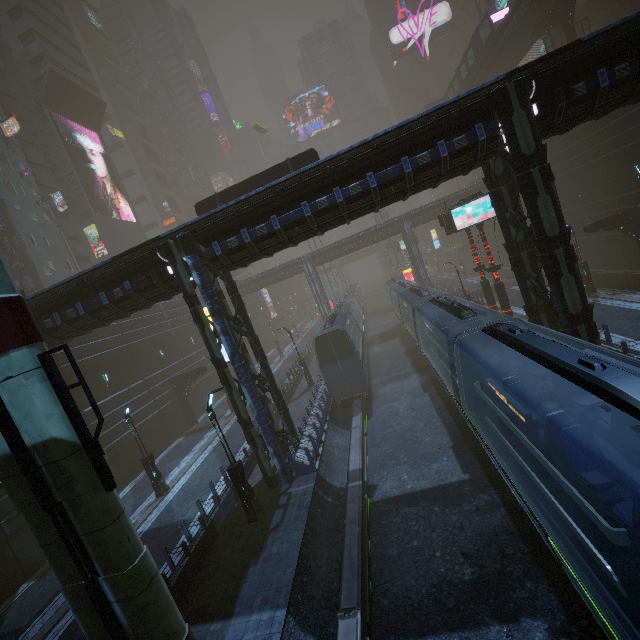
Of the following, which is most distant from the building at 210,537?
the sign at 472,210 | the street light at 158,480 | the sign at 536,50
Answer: the street light at 158,480

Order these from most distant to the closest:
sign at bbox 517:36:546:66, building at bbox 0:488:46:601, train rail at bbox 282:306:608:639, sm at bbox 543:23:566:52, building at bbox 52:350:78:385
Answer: sign at bbox 517:36:546:66, sm at bbox 543:23:566:52, building at bbox 52:350:78:385, building at bbox 0:488:46:601, train rail at bbox 282:306:608:639

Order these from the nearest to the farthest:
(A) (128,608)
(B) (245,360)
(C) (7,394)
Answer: (C) (7,394), (A) (128,608), (B) (245,360)

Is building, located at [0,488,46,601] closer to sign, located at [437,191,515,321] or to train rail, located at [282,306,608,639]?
train rail, located at [282,306,608,639]

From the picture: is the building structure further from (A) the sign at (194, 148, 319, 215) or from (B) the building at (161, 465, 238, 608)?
(A) the sign at (194, 148, 319, 215)

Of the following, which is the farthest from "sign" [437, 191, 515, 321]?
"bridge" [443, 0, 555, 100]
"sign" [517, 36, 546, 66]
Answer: "sign" [517, 36, 546, 66]

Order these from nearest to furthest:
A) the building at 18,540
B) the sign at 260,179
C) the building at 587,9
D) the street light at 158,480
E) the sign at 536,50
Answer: the building at 18,540 → the sign at 260,179 → the street light at 158,480 → the building at 587,9 → the sign at 536,50

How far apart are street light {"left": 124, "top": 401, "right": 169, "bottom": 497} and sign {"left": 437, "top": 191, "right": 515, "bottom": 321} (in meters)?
21.56
